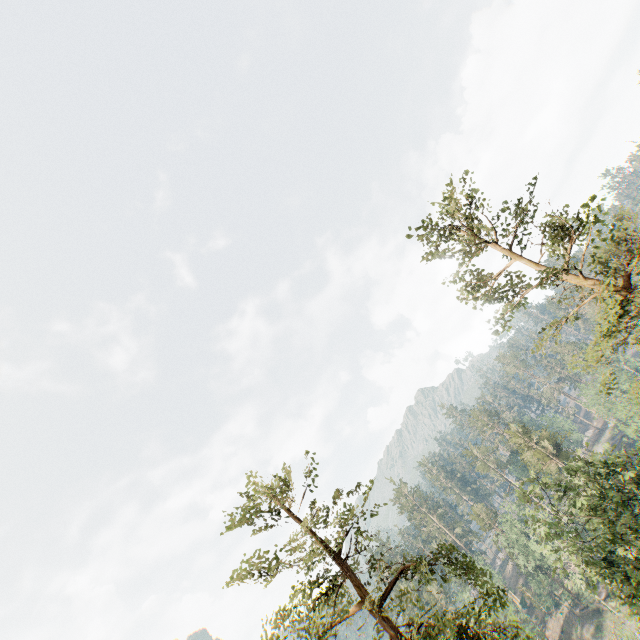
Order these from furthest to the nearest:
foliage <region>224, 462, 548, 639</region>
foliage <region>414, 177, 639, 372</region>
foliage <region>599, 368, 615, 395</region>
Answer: foliage <region>599, 368, 615, 395</region>
foliage <region>224, 462, 548, 639</region>
foliage <region>414, 177, 639, 372</region>

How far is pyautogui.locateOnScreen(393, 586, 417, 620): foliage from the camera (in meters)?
13.43

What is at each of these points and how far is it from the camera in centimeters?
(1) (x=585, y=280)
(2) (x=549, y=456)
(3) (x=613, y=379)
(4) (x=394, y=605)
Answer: (1) foliage, 1614cm
(2) foliage, 4722cm
(3) foliage, 1606cm
(4) foliage, 1356cm

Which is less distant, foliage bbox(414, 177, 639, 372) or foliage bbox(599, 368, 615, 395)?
foliage bbox(414, 177, 639, 372)

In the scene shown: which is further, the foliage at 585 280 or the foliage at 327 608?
the foliage at 327 608

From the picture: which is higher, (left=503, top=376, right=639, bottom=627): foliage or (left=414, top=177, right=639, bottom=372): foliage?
(left=414, top=177, right=639, bottom=372): foliage

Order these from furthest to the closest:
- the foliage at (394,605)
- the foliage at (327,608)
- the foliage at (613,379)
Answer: the foliage at (613,379) < the foliage at (327,608) < the foliage at (394,605)
